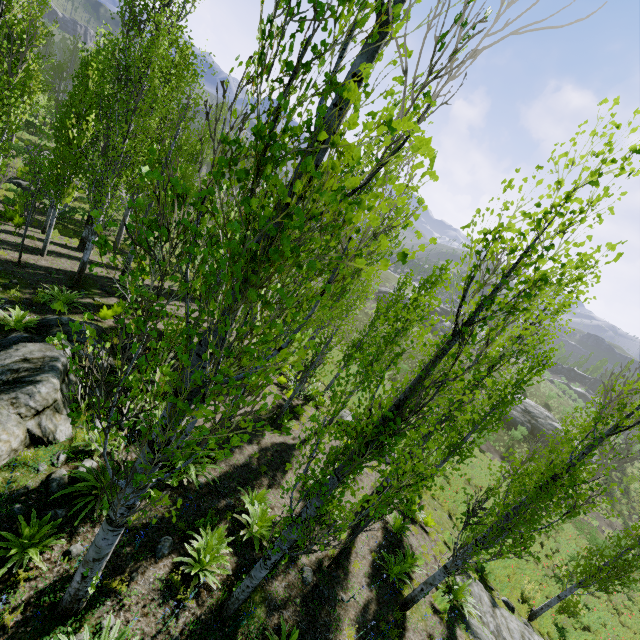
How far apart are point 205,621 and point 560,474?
7.2 meters

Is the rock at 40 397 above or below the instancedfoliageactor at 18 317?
above

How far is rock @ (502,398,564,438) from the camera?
37.09m

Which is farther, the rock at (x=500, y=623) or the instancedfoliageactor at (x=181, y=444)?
the rock at (x=500, y=623)

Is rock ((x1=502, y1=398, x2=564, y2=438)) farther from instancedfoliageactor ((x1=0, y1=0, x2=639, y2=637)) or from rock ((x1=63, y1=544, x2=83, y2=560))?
rock ((x1=63, y1=544, x2=83, y2=560))

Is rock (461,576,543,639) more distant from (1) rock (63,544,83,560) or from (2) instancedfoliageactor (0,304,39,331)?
(1) rock (63,544,83,560)

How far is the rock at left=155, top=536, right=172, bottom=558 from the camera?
6.1m

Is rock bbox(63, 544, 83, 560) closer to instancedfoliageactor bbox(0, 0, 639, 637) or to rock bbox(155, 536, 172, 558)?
instancedfoliageactor bbox(0, 0, 639, 637)
